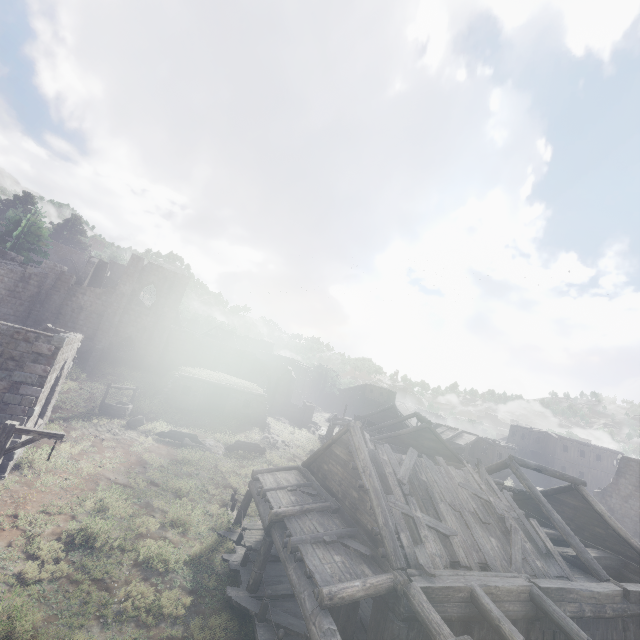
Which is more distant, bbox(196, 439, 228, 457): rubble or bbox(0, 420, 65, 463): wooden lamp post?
bbox(196, 439, 228, 457): rubble

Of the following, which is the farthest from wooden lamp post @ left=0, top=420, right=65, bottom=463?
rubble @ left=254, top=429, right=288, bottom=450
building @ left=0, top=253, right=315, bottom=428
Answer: rubble @ left=254, top=429, right=288, bottom=450

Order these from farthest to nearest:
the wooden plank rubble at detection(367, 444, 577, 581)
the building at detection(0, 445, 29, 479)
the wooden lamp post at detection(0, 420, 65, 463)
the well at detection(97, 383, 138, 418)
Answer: the well at detection(97, 383, 138, 418) < the building at detection(0, 445, 29, 479) < the wooden plank rubble at detection(367, 444, 577, 581) < the wooden lamp post at detection(0, 420, 65, 463)

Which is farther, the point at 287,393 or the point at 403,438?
the point at 287,393

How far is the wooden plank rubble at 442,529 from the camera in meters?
10.1

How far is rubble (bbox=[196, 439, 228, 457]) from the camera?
21.91m

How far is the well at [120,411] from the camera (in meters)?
21.61

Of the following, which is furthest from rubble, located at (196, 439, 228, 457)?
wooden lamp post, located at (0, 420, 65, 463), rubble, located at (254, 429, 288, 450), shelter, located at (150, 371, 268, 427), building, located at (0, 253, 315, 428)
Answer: wooden lamp post, located at (0, 420, 65, 463)
